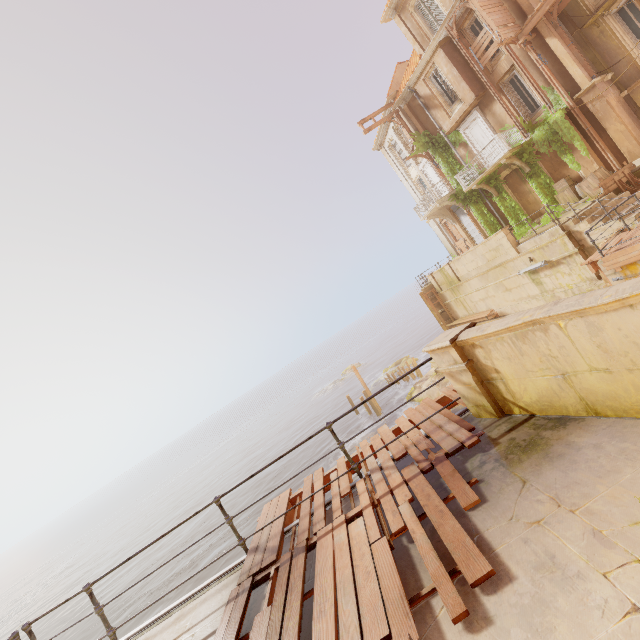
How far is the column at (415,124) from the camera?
22.95m

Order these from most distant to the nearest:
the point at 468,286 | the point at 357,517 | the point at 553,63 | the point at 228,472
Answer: the point at 228,472 → the point at 468,286 → the point at 553,63 → the point at 357,517

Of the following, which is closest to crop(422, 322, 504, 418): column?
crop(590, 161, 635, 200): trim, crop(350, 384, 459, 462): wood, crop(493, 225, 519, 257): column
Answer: crop(350, 384, 459, 462): wood

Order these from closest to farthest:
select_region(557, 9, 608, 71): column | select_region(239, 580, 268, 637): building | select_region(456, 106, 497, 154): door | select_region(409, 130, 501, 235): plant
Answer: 1. select_region(239, 580, 268, 637): building
2. select_region(557, 9, 608, 71): column
3. select_region(456, 106, 497, 154): door
4. select_region(409, 130, 501, 235): plant

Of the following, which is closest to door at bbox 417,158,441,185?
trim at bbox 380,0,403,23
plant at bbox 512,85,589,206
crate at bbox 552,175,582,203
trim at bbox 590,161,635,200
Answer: plant at bbox 512,85,589,206

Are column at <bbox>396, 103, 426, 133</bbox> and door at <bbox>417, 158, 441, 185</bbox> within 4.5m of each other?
yes

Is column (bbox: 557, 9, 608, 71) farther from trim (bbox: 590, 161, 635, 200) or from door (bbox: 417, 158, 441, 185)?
door (bbox: 417, 158, 441, 185)

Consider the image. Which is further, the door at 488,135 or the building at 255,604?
the door at 488,135
